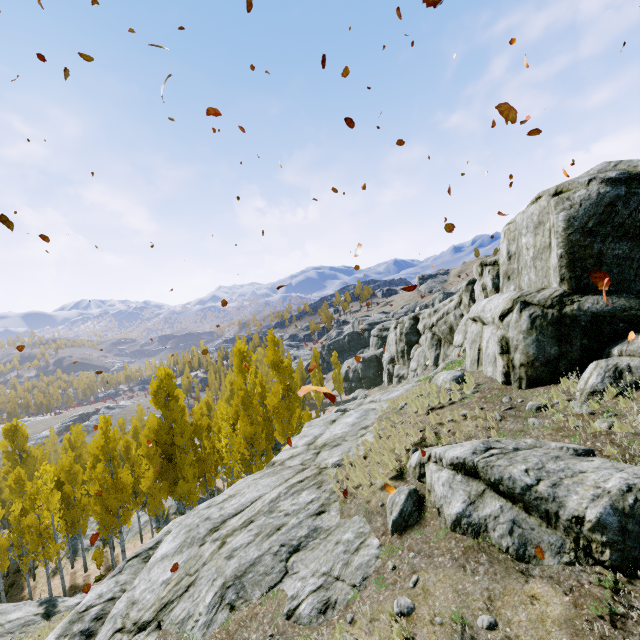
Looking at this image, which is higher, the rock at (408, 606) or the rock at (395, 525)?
the rock at (395, 525)

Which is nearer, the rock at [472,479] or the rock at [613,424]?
the rock at [472,479]

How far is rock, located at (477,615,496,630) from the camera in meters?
4.9

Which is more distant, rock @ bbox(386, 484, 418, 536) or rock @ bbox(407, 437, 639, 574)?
rock @ bbox(386, 484, 418, 536)

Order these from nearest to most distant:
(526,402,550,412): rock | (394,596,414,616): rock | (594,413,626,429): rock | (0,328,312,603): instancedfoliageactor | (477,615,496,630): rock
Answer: (477,615,496,630): rock → (394,596,414,616): rock → (594,413,626,429): rock → (526,402,550,412): rock → (0,328,312,603): instancedfoliageactor

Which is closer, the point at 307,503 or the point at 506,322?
the point at 307,503

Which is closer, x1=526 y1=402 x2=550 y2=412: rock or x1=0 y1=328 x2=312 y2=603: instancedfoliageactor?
x1=526 y1=402 x2=550 y2=412: rock
